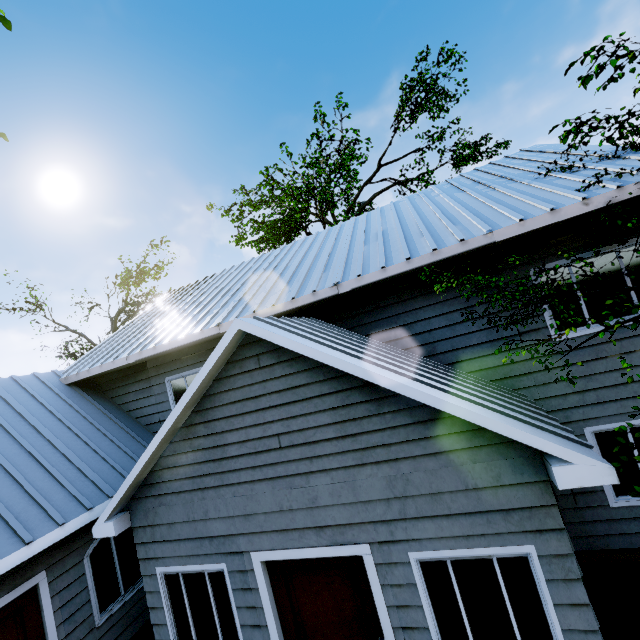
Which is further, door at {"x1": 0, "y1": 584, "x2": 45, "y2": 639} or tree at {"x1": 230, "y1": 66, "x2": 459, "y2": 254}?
tree at {"x1": 230, "y1": 66, "x2": 459, "y2": 254}

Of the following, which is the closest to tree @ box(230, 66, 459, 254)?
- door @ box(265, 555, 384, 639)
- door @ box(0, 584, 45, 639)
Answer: door @ box(0, 584, 45, 639)

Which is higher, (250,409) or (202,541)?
(250,409)

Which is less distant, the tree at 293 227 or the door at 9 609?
the door at 9 609

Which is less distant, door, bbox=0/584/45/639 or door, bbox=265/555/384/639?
door, bbox=265/555/384/639

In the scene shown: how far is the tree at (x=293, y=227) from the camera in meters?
17.3 m

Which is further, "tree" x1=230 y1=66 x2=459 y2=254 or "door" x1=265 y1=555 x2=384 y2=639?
"tree" x1=230 y1=66 x2=459 y2=254

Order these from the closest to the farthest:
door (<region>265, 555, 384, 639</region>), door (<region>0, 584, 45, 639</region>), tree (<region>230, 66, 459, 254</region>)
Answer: door (<region>265, 555, 384, 639</region>), door (<region>0, 584, 45, 639</region>), tree (<region>230, 66, 459, 254</region>)
